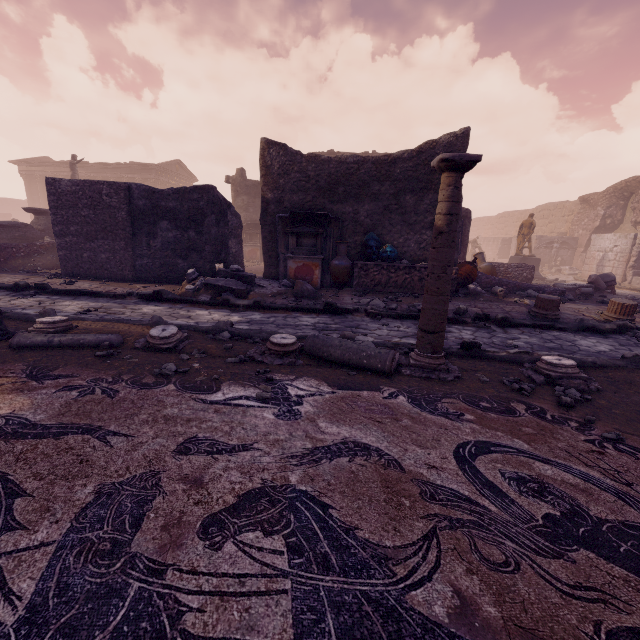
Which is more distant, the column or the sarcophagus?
the sarcophagus

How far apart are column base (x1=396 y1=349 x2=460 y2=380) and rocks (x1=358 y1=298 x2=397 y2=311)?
3.00m

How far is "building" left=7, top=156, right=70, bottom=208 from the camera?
32.8m

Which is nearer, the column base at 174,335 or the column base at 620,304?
the column base at 174,335

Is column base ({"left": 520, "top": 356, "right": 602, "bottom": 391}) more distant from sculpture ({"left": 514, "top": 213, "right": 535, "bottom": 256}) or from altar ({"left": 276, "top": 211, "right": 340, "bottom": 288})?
sculpture ({"left": 514, "top": 213, "right": 535, "bottom": 256})

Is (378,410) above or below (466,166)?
below

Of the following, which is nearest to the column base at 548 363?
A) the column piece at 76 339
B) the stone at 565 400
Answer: the stone at 565 400

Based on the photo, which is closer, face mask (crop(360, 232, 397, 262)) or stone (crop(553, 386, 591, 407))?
stone (crop(553, 386, 591, 407))
